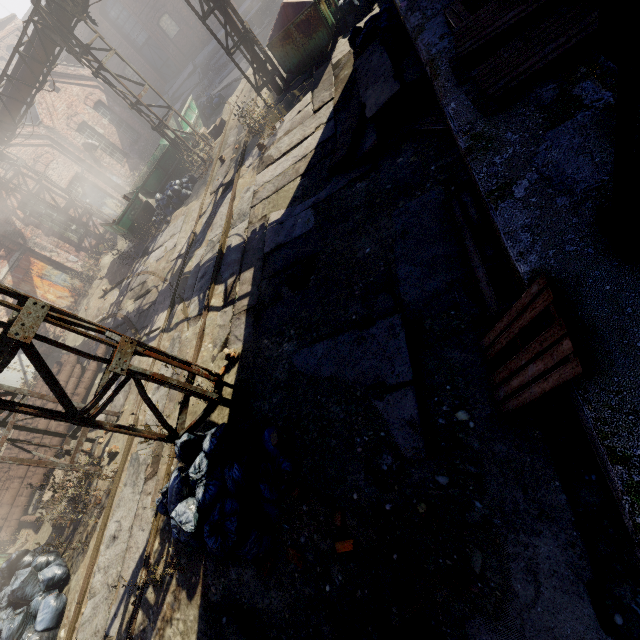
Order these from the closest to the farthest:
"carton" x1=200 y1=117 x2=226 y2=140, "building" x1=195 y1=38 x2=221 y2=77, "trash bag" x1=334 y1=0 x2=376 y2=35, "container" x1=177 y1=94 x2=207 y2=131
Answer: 1. "trash bag" x1=334 y1=0 x2=376 y2=35
2. "carton" x1=200 y1=117 x2=226 y2=140
3. "container" x1=177 y1=94 x2=207 y2=131
4. "building" x1=195 y1=38 x2=221 y2=77

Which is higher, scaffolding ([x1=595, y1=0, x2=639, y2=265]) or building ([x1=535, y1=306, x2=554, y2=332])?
scaffolding ([x1=595, y1=0, x2=639, y2=265])

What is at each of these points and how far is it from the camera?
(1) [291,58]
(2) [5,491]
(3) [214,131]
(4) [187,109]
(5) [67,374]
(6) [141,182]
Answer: (1) trash container, 11.6 meters
(2) pipe, 9.0 meters
(3) carton, 15.1 meters
(4) container, 16.9 meters
(5) pipe, 10.7 meters
(6) container, 15.5 meters

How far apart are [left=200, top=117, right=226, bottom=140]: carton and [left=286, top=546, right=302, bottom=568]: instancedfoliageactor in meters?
16.7 m

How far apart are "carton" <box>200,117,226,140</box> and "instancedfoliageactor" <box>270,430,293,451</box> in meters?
15.6

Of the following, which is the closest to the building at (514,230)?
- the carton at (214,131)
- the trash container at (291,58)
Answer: the trash container at (291,58)

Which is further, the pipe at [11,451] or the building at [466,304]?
the pipe at [11,451]

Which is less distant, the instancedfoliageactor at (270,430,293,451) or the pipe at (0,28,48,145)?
the instancedfoliageactor at (270,430,293,451)
